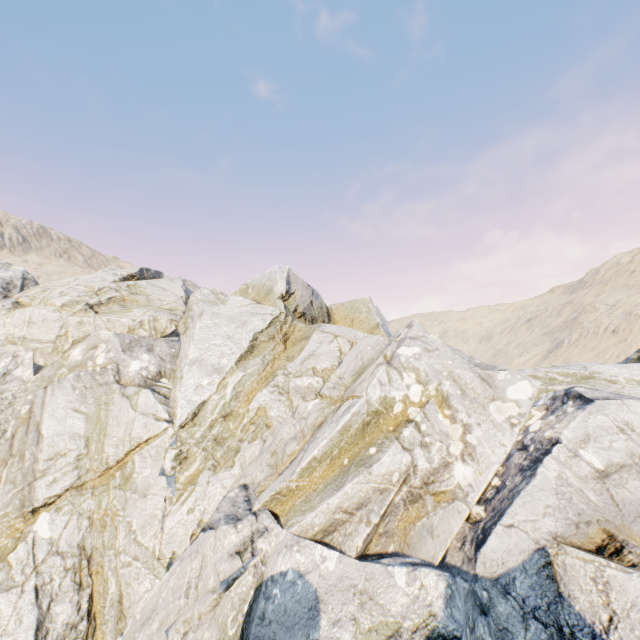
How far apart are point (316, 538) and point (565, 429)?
6.3 meters
